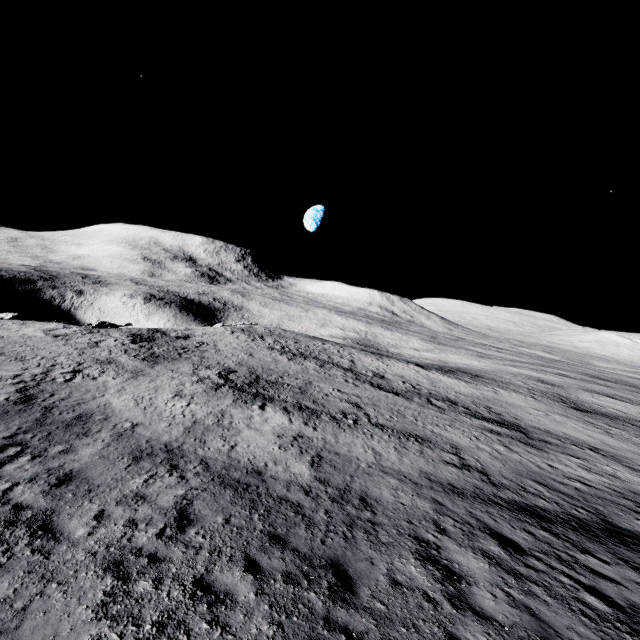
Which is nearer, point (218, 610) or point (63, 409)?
point (218, 610)
